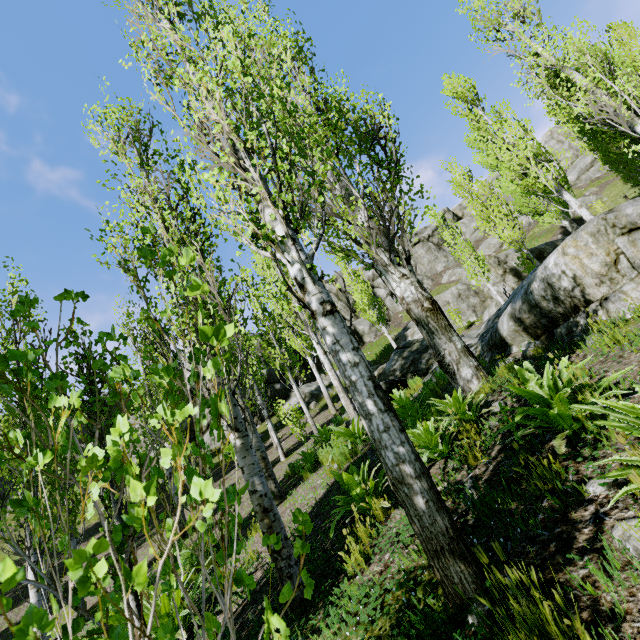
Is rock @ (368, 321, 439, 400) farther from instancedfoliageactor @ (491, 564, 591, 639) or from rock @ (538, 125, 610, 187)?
rock @ (538, 125, 610, 187)

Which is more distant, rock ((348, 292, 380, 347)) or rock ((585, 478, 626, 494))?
rock ((348, 292, 380, 347))

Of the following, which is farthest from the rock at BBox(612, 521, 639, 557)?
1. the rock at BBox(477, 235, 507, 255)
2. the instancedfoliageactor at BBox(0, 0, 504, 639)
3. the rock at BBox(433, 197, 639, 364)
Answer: the rock at BBox(433, 197, 639, 364)

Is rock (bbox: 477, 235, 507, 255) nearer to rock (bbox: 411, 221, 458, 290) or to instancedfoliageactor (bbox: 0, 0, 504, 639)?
rock (bbox: 411, 221, 458, 290)

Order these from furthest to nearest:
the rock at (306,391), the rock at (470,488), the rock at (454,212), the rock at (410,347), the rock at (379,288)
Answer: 1. the rock at (454,212)
2. the rock at (379,288)
3. the rock at (306,391)
4. the rock at (410,347)
5. the rock at (470,488)

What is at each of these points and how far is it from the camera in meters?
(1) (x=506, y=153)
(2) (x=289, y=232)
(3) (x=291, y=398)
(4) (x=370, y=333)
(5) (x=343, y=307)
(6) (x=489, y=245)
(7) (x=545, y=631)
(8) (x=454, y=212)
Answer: (1) instancedfoliageactor, 17.2 m
(2) instancedfoliageactor, 2.9 m
(3) rock, 26.2 m
(4) rock, 34.6 m
(5) rock, 37.0 m
(6) rock, 36.6 m
(7) instancedfoliageactor, 1.4 m
(8) rock, 47.9 m

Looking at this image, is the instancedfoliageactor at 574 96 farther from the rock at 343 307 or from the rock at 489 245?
the rock at 489 245
